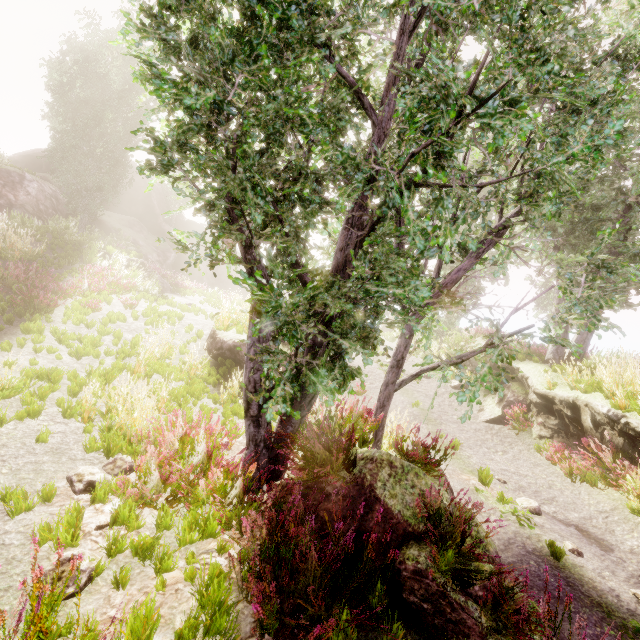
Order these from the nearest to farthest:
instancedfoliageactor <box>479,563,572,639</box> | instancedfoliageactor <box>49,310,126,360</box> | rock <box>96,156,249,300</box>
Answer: instancedfoliageactor <box>479,563,572,639</box>
instancedfoliageactor <box>49,310,126,360</box>
rock <box>96,156,249,300</box>

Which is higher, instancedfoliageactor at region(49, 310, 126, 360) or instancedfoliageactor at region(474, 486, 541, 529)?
instancedfoliageactor at region(49, 310, 126, 360)

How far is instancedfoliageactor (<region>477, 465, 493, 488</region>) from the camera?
7.2 meters

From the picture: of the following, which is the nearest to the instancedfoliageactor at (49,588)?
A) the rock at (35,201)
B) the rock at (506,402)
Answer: the rock at (35,201)

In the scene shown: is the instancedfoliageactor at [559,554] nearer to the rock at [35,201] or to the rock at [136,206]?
the rock at [35,201]

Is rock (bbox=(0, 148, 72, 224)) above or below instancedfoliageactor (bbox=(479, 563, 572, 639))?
above

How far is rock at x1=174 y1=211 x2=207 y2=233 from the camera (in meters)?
39.90

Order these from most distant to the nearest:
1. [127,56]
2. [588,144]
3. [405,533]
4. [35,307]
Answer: [127,56] < [35,307] < [405,533] < [588,144]
